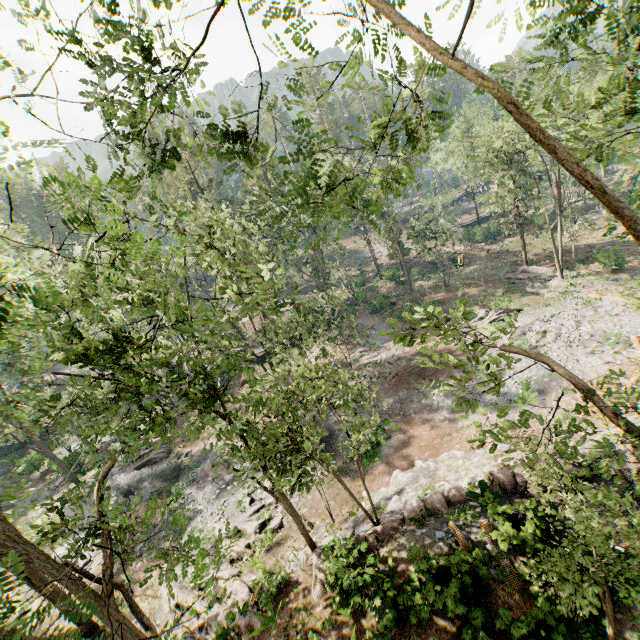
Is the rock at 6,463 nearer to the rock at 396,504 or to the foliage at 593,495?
the foliage at 593,495

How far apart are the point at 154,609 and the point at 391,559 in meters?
12.9 m

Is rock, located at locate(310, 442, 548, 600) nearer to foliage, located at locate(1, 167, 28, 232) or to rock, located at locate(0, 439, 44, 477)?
foliage, located at locate(1, 167, 28, 232)

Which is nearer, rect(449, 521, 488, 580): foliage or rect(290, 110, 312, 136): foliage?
rect(290, 110, 312, 136): foliage

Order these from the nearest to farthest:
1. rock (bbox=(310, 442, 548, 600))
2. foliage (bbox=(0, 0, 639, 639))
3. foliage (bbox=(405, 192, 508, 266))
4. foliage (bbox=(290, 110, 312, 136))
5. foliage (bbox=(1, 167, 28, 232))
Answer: foliage (bbox=(1, 167, 28, 232)) → foliage (bbox=(0, 0, 639, 639)) → foliage (bbox=(290, 110, 312, 136)) → rock (bbox=(310, 442, 548, 600)) → foliage (bbox=(405, 192, 508, 266))

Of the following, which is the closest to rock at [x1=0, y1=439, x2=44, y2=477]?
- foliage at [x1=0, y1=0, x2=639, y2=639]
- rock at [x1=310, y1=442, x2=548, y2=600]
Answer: foliage at [x1=0, y1=0, x2=639, y2=639]

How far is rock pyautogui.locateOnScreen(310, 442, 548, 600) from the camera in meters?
13.1

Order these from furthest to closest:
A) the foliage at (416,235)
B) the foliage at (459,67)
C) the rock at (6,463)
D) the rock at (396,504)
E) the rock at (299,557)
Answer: the foliage at (416,235) → the rock at (6,463) → the rock at (299,557) → the rock at (396,504) → the foliage at (459,67)
